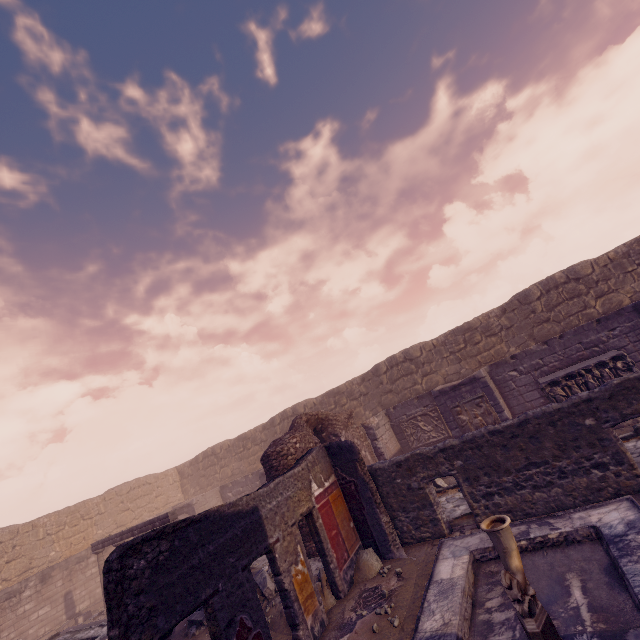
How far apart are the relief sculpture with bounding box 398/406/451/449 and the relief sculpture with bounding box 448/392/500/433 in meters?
1.8

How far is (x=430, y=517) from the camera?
7.6m

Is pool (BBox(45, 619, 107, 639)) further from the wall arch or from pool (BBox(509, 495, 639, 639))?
pool (BBox(509, 495, 639, 639))

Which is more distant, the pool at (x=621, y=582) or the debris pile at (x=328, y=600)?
the debris pile at (x=328, y=600)

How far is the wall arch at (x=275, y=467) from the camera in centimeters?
912cm

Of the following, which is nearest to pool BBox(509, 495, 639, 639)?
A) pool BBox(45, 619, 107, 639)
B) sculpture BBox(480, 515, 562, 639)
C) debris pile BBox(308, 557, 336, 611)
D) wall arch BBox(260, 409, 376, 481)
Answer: sculpture BBox(480, 515, 562, 639)

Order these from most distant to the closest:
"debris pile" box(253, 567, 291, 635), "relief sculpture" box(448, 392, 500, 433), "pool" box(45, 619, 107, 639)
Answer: "relief sculpture" box(448, 392, 500, 433)
"pool" box(45, 619, 107, 639)
"debris pile" box(253, 567, 291, 635)

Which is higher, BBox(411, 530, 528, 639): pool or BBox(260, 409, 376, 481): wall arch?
BBox(260, 409, 376, 481): wall arch
